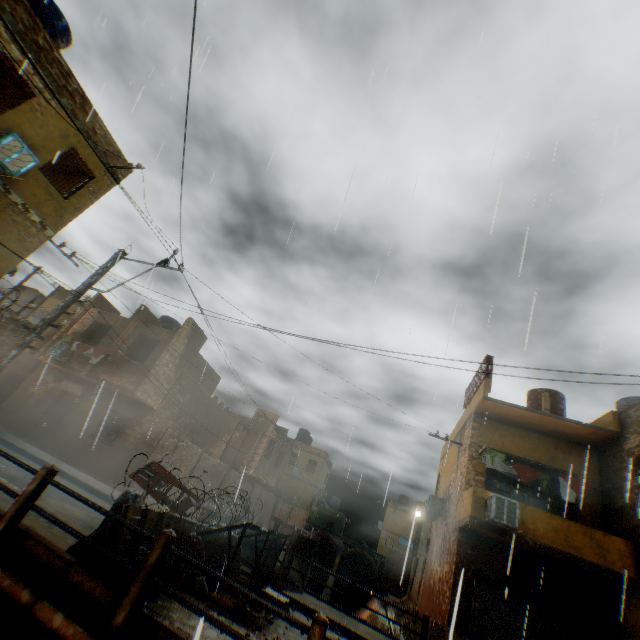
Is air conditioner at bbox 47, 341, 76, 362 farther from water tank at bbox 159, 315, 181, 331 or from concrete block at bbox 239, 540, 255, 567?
concrete block at bbox 239, 540, 255, 567

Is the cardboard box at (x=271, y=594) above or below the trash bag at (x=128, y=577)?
below

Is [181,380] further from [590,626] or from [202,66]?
[590,626]

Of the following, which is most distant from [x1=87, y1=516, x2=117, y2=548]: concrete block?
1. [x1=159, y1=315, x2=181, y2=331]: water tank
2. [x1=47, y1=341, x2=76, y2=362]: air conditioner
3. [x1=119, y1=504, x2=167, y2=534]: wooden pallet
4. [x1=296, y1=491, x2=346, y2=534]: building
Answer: [x1=296, y1=491, x2=346, y2=534]: building

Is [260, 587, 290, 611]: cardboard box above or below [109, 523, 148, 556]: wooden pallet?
below

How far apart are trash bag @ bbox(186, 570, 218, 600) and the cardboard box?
1.5m

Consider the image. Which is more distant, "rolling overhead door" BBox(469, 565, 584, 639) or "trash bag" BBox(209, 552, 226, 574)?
"rolling overhead door" BBox(469, 565, 584, 639)

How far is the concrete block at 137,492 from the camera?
5.3 meters
